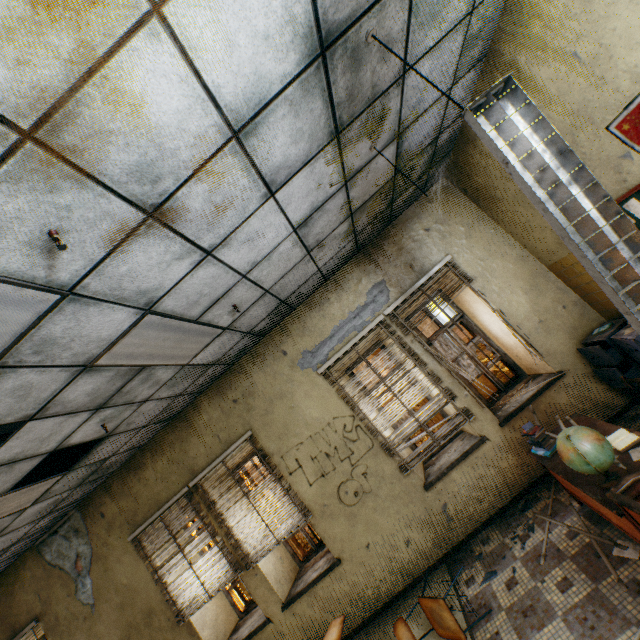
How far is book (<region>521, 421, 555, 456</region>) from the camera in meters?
3.3

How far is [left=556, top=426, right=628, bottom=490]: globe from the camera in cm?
237

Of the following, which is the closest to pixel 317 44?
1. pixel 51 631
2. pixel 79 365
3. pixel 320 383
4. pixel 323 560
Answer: pixel 79 365

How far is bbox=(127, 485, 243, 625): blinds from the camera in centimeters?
473cm

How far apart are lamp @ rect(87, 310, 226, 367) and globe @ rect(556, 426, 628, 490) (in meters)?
3.34

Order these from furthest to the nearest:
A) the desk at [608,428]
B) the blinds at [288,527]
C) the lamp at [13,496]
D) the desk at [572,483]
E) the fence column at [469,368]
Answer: the fence column at [469,368] → the blinds at [288,527] → the lamp at [13,496] → the desk at [608,428] → the desk at [572,483]

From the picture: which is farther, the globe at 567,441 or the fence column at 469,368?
the fence column at 469,368

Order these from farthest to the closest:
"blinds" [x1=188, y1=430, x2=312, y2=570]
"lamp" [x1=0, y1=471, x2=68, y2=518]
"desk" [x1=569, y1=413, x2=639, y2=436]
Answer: "blinds" [x1=188, y1=430, x2=312, y2=570] < "lamp" [x1=0, y1=471, x2=68, y2=518] < "desk" [x1=569, y1=413, x2=639, y2=436]
